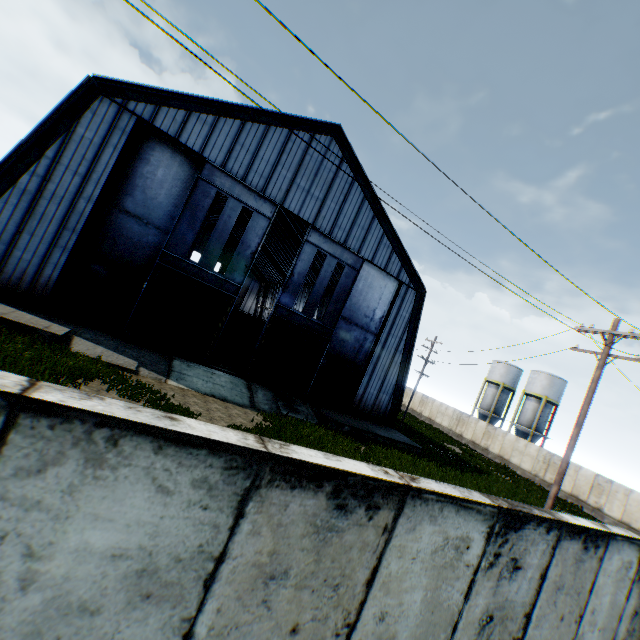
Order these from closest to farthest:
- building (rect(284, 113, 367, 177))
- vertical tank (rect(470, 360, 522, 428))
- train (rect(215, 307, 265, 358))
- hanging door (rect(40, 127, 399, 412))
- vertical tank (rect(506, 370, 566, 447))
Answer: hanging door (rect(40, 127, 399, 412)) → building (rect(284, 113, 367, 177)) → train (rect(215, 307, 265, 358)) → vertical tank (rect(506, 370, 566, 447)) → vertical tank (rect(470, 360, 522, 428))

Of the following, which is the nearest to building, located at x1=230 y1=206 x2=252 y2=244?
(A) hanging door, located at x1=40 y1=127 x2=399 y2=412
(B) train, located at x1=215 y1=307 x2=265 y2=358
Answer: (A) hanging door, located at x1=40 y1=127 x2=399 y2=412

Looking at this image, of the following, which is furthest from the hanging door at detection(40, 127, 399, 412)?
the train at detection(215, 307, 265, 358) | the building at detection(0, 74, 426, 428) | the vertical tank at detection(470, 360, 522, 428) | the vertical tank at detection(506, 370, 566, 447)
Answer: the vertical tank at detection(470, 360, 522, 428)

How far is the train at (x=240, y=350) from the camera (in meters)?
26.91

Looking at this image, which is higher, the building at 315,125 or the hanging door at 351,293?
the building at 315,125

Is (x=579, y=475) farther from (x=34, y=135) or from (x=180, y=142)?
(x=34, y=135)

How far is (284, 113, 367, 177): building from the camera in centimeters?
1945cm
